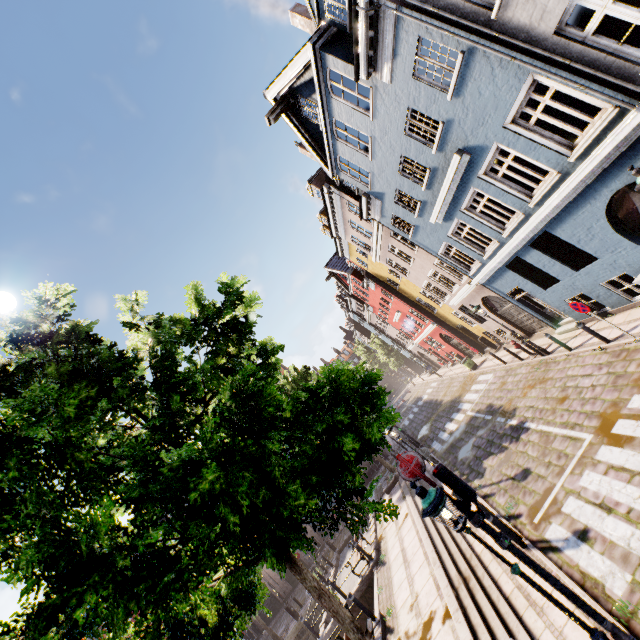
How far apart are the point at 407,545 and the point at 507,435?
6.0m

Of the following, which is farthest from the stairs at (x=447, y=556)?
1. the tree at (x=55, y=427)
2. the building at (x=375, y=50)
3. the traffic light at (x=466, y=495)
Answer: the building at (x=375, y=50)

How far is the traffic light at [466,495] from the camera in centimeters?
552cm

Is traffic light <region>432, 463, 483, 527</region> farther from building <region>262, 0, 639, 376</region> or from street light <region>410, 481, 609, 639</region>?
building <region>262, 0, 639, 376</region>

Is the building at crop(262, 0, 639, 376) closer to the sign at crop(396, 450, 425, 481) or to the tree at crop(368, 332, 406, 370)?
the tree at crop(368, 332, 406, 370)

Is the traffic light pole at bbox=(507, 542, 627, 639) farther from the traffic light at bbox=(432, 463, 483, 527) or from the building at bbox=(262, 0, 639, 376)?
the building at bbox=(262, 0, 639, 376)

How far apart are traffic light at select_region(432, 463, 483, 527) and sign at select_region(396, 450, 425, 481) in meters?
0.2

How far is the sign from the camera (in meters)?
5.91
